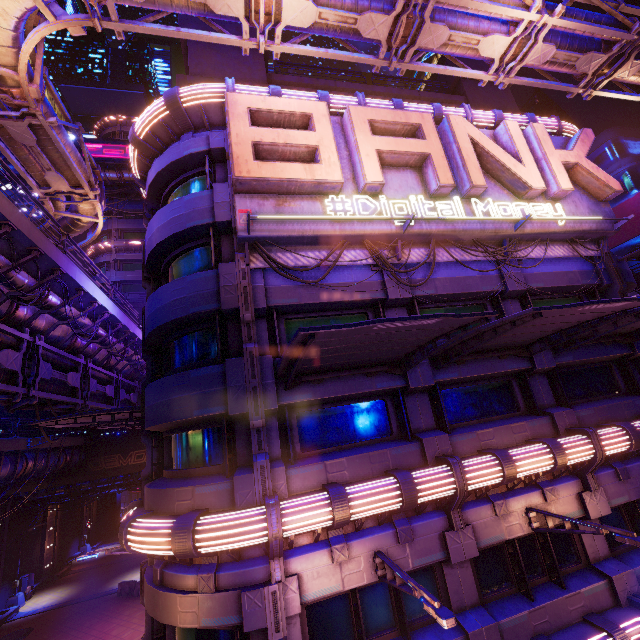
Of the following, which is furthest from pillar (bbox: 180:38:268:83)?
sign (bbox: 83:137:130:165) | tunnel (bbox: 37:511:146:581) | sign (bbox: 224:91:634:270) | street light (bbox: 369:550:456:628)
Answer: tunnel (bbox: 37:511:146:581)

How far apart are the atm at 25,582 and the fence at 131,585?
9.4 meters

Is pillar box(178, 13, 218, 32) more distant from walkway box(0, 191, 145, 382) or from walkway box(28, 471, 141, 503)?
walkway box(28, 471, 141, 503)

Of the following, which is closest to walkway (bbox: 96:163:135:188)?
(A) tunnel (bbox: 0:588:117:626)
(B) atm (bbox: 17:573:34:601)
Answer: (A) tunnel (bbox: 0:588:117:626)

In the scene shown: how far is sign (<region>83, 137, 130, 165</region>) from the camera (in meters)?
38.31

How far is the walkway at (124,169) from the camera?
39.09m

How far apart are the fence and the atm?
9.45m

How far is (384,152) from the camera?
10.9 meters
